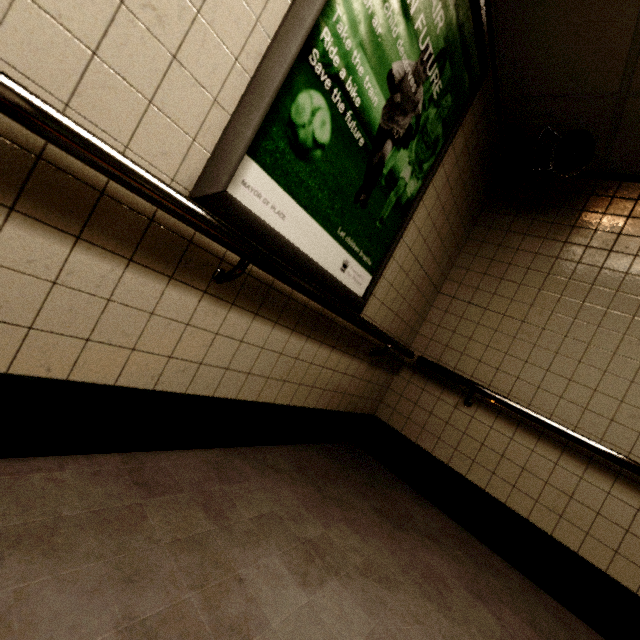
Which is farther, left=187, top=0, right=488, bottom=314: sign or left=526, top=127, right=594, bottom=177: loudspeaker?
left=526, top=127, right=594, bottom=177: loudspeaker

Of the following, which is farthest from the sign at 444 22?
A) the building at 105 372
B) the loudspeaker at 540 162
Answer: the loudspeaker at 540 162

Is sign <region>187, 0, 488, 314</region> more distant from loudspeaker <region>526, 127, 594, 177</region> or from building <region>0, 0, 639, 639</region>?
loudspeaker <region>526, 127, 594, 177</region>

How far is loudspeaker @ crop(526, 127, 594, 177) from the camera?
2.20m

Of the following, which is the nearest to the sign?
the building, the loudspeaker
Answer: the building

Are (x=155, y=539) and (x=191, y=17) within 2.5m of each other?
yes

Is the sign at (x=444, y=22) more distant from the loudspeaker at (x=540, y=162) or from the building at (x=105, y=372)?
the loudspeaker at (x=540, y=162)
